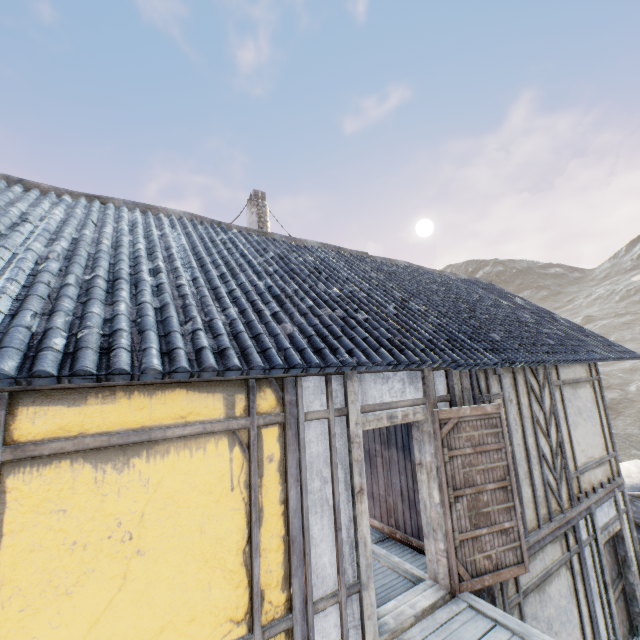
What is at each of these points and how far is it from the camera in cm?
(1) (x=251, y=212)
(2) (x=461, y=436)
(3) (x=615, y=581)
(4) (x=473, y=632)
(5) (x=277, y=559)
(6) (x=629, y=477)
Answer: (1) chimney, 1062
(2) door, 437
(3) door, 664
(4) wooden structure, 338
(5) building, 297
(6) rock, 942

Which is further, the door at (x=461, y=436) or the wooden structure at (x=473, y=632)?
the door at (x=461, y=436)

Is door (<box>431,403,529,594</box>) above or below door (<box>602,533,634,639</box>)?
above

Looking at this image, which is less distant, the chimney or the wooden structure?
the wooden structure

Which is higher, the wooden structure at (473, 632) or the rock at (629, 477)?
the wooden structure at (473, 632)

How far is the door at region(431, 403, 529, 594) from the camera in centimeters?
406cm

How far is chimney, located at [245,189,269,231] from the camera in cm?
1053

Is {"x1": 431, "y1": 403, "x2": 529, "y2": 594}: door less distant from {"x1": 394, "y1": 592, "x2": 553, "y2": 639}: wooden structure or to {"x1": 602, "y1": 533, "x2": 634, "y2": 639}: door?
{"x1": 394, "y1": 592, "x2": 553, "y2": 639}: wooden structure
